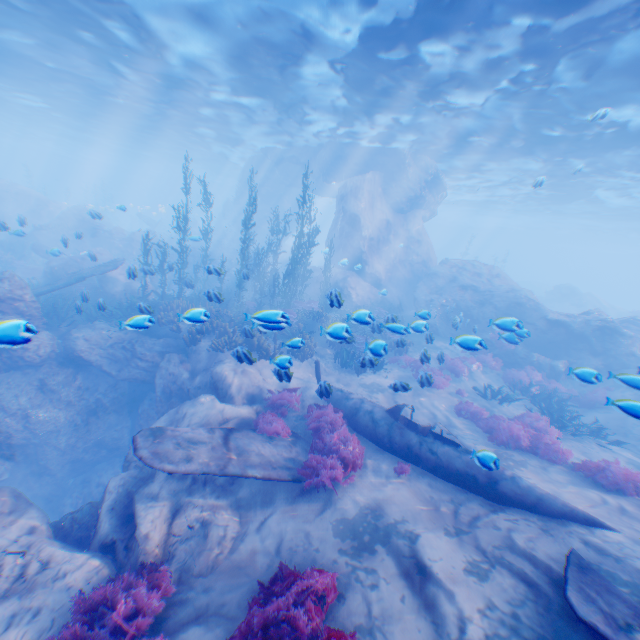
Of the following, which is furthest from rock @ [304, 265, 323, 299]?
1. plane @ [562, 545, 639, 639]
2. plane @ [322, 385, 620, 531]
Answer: plane @ [562, 545, 639, 639]

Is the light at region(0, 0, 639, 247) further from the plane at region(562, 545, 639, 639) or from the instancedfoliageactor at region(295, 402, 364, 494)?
the plane at region(562, 545, 639, 639)

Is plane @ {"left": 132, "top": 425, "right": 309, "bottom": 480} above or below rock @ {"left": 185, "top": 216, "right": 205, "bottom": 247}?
below

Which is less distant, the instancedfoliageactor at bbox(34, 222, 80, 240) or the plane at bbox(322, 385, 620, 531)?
the plane at bbox(322, 385, 620, 531)

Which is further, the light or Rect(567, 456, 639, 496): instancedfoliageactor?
the light

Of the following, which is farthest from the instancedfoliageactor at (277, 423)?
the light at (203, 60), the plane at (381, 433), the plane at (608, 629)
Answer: the light at (203, 60)

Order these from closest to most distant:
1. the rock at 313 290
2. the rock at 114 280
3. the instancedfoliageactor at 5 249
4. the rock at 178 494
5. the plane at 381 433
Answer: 1. the rock at 178 494
2. the plane at 381 433
3. the rock at 114 280
4. the instancedfoliageactor at 5 249
5. the rock at 313 290

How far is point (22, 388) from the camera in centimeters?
1185cm
